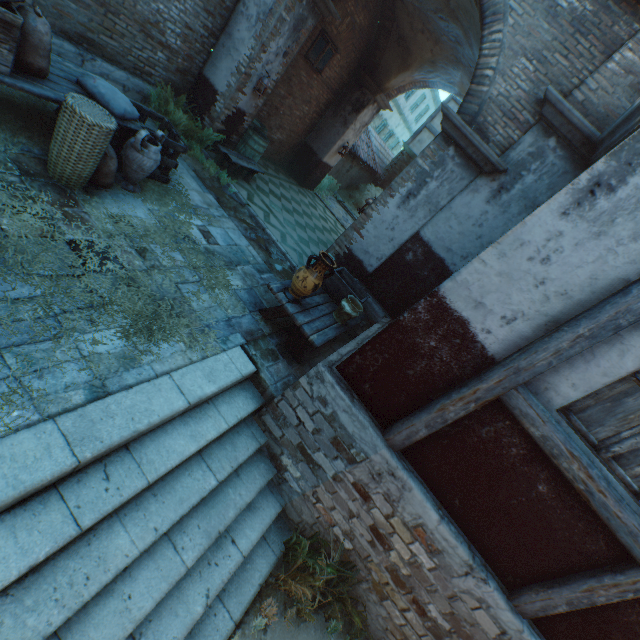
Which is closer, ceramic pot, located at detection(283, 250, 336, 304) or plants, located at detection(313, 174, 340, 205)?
ceramic pot, located at detection(283, 250, 336, 304)

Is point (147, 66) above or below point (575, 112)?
below

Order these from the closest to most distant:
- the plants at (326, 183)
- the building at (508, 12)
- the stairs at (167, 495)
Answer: the stairs at (167, 495) < the building at (508, 12) < the plants at (326, 183)

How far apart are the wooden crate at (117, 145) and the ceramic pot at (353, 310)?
3.6m

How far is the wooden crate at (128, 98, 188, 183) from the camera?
5.0 meters

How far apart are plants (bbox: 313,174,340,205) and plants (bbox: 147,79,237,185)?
5.79m

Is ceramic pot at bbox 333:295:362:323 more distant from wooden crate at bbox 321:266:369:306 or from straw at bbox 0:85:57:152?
straw at bbox 0:85:57:152

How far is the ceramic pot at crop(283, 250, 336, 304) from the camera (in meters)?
4.21
